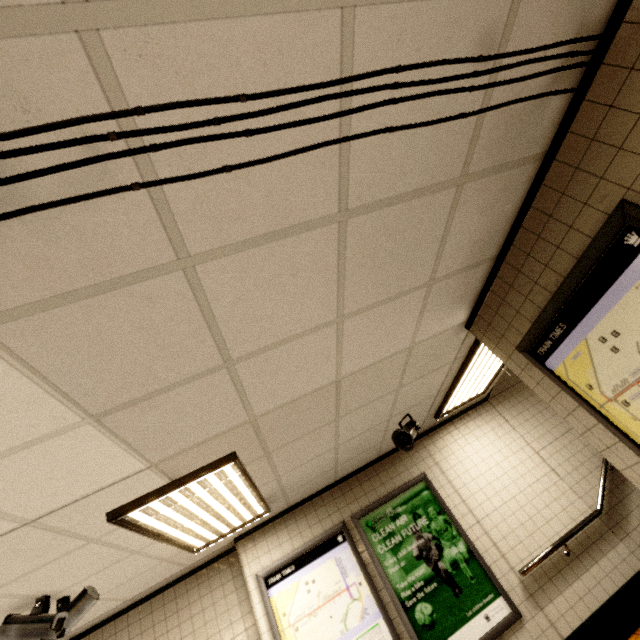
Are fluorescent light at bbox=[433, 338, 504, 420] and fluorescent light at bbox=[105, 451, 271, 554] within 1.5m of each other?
no

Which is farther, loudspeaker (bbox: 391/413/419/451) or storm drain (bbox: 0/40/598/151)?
loudspeaker (bbox: 391/413/419/451)

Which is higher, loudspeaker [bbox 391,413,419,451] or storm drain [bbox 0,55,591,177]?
storm drain [bbox 0,55,591,177]

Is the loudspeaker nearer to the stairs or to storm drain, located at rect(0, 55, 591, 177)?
storm drain, located at rect(0, 55, 591, 177)

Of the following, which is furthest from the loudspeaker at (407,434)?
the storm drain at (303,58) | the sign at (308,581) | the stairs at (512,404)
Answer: the stairs at (512,404)

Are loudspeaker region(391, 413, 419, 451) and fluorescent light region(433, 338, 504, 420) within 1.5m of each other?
yes

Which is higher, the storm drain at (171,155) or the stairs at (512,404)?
the storm drain at (171,155)

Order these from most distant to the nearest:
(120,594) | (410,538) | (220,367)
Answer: (410,538) < (120,594) < (220,367)
